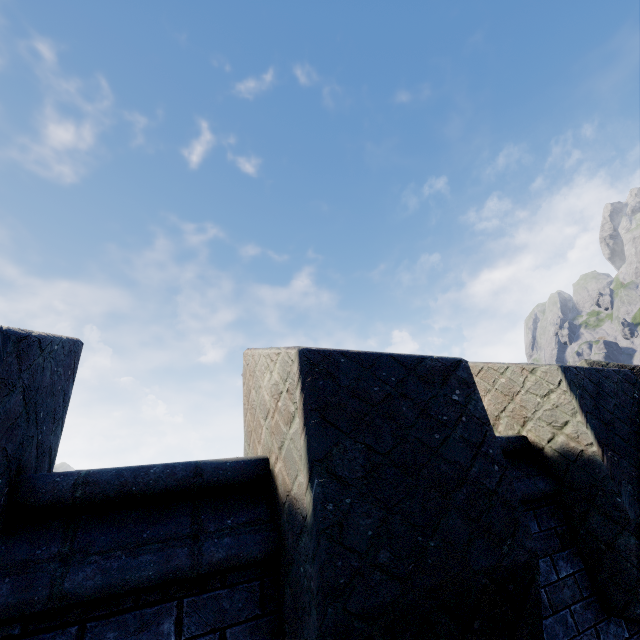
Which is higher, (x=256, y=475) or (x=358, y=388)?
(x=358, y=388)
